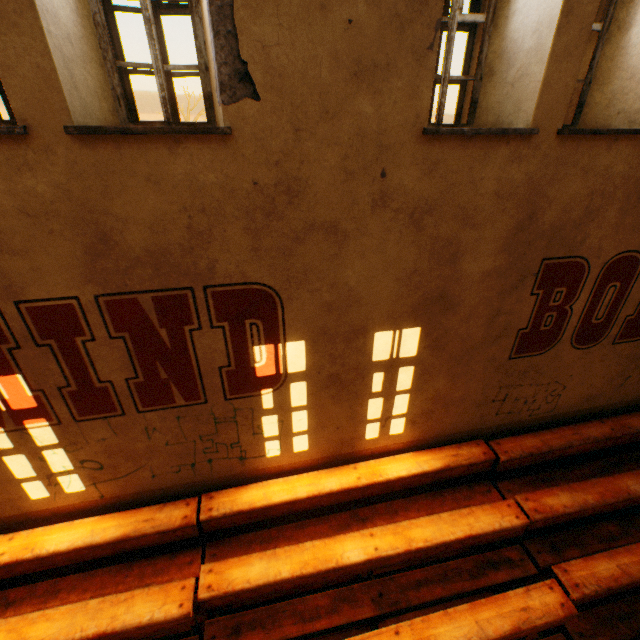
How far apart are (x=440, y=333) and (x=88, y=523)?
4.7 meters
